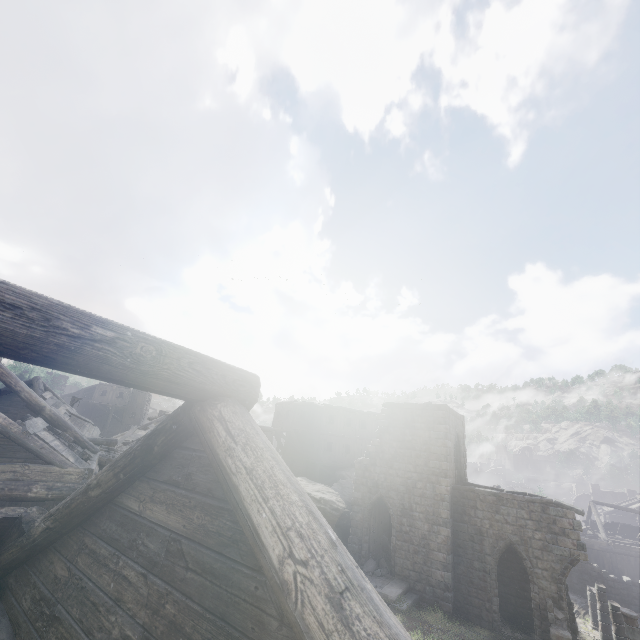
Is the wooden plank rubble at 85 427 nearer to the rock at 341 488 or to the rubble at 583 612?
the rock at 341 488

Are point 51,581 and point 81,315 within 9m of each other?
yes

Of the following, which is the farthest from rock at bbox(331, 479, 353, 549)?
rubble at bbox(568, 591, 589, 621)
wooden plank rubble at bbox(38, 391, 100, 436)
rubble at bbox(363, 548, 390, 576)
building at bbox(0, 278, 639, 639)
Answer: wooden plank rubble at bbox(38, 391, 100, 436)

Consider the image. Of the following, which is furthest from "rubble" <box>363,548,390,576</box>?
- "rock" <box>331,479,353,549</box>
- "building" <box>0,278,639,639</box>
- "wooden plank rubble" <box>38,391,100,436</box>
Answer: "wooden plank rubble" <box>38,391,100,436</box>

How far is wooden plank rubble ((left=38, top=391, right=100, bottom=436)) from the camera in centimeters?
1817cm

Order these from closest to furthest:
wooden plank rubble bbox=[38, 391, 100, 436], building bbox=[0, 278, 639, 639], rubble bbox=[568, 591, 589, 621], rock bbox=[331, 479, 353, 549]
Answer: building bbox=[0, 278, 639, 639] → wooden plank rubble bbox=[38, 391, 100, 436] → rock bbox=[331, 479, 353, 549] → rubble bbox=[568, 591, 589, 621]

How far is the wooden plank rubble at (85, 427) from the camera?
18.17m

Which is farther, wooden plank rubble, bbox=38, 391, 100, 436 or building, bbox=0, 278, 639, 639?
wooden plank rubble, bbox=38, 391, 100, 436
